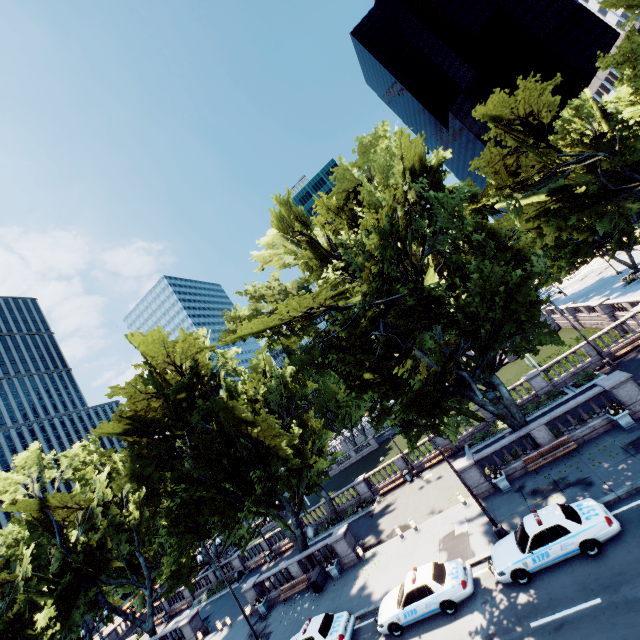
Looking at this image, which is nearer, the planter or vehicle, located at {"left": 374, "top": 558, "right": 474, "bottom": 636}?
vehicle, located at {"left": 374, "top": 558, "right": 474, "bottom": 636}

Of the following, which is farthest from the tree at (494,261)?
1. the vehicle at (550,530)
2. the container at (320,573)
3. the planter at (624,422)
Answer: the vehicle at (550,530)

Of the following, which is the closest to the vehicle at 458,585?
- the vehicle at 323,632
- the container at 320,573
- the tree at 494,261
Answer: the vehicle at 323,632

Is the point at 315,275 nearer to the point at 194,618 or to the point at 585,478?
the point at 585,478

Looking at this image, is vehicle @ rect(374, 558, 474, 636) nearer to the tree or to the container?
the tree

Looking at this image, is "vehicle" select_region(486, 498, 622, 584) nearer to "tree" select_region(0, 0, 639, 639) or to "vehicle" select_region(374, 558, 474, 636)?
"vehicle" select_region(374, 558, 474, 636)

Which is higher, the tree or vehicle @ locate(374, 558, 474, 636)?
the tree

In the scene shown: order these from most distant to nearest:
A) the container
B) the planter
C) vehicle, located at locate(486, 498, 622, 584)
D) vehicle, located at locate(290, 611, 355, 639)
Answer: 1. the container
2. the planter
3. vehicle, located at locate(290, 611, 355, 639)
4. vehicle, located at locate(486, 498, 622, 584)
